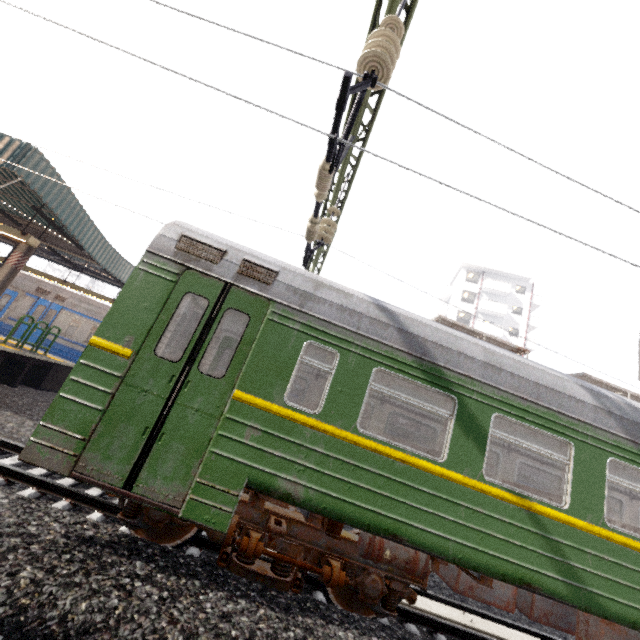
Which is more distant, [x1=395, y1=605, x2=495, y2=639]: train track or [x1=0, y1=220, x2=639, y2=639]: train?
[x1=395, y1=605, x2=495, y2=639]: train track

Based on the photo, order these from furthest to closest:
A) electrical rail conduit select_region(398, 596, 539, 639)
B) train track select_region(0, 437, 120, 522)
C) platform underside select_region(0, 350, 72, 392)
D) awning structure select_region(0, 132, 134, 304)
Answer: platform underside select_region(0, 350, 72, 392), awning structure select_region(0, 132, 134, 304), electrical rail conduit select_region(398, 596, 539, 639), train track select_region(0, 437, 120, 522)

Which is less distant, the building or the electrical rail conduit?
the electrical rail conduit

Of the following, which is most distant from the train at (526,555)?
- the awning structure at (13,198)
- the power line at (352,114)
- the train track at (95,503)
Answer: the awning structure at (13,198)

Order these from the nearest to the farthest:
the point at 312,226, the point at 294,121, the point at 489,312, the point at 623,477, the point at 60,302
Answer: the point at 294,121, the point at 312,226, the point at 623,477, the point at 60,302, the point at 489,312

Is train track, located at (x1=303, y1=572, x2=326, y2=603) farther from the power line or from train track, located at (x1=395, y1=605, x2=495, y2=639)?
the power line

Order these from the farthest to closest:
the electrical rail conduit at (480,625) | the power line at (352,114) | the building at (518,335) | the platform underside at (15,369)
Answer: the building at (518,335) < the platform underside at (15,369) < the electrical rail conduit at (480,625) < the power line at (352,114)

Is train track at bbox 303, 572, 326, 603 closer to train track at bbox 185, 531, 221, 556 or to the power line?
train track at bbox 185, 531, 221, 556
